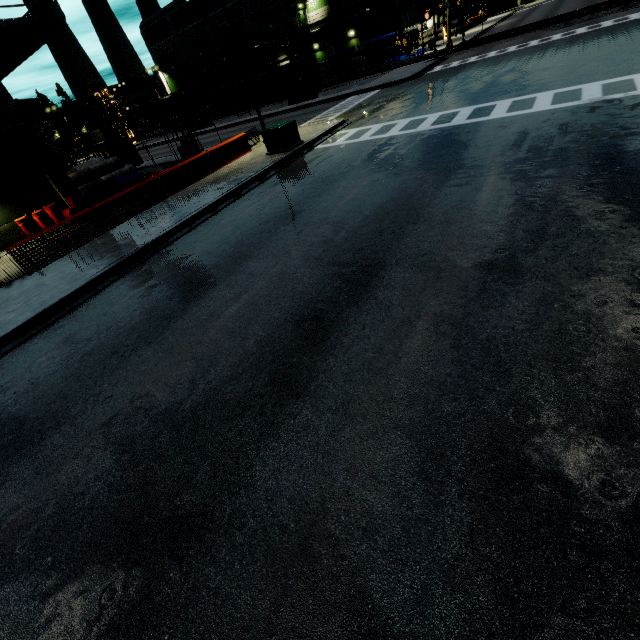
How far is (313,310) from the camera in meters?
5.8 m

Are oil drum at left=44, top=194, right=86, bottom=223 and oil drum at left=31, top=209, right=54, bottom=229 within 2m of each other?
yes

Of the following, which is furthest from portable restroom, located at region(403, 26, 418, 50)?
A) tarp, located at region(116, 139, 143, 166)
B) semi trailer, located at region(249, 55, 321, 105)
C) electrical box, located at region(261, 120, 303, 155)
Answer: electrical box, located at region(261, 120, 303, 155)

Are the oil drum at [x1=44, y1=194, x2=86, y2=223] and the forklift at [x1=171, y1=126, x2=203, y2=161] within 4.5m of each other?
no

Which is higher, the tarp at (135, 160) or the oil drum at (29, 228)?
the tarp at (135, 160)

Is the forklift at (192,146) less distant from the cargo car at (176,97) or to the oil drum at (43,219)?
the oil drum at (43,219)

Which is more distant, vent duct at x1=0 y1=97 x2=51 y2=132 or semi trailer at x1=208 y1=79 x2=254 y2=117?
semi trailer at x1=208 y1=79 x2=254 y2=117

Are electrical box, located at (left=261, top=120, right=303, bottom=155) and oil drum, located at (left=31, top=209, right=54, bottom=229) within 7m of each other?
no
